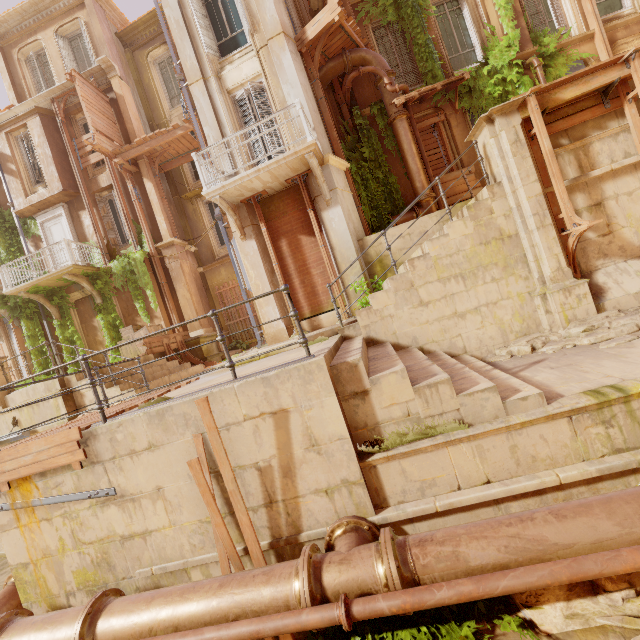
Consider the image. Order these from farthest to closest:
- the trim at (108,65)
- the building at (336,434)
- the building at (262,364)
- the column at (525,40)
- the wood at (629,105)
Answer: the trim at (108,65), the column at (525,40), the wood at (629,105), the building at (262,364), the building at (336,434)

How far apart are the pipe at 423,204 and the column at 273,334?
3.6 meters

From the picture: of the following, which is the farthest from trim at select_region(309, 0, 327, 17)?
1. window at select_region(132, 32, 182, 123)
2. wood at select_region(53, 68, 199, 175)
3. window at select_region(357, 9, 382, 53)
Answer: window at select_region(132, 32, 182, 123)

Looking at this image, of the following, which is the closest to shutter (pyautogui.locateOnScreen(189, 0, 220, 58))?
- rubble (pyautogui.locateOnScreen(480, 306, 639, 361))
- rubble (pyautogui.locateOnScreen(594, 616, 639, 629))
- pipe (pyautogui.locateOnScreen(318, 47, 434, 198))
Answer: pipe (pyautogui.locateOnScreen(318, 47, 434, 198))

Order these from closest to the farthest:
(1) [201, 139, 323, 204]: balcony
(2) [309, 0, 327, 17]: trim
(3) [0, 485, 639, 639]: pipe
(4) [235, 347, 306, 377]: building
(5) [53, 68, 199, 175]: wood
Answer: (3) [0, 485, 639, 639]: pipe, (4) [235, 347, 306, 377]: building, (1) [201, 139, 323, 204]: balcony, (2) [309, 0, 327, 17]: trim, (5) [53, 68, 199, 175]: wood

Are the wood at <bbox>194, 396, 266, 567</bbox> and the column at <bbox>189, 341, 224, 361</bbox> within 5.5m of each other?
no

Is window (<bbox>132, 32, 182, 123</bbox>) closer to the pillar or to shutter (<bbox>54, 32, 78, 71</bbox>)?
shutter (<bbox>54, 32, 78, 71</bbox>)

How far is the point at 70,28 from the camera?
14.83m
